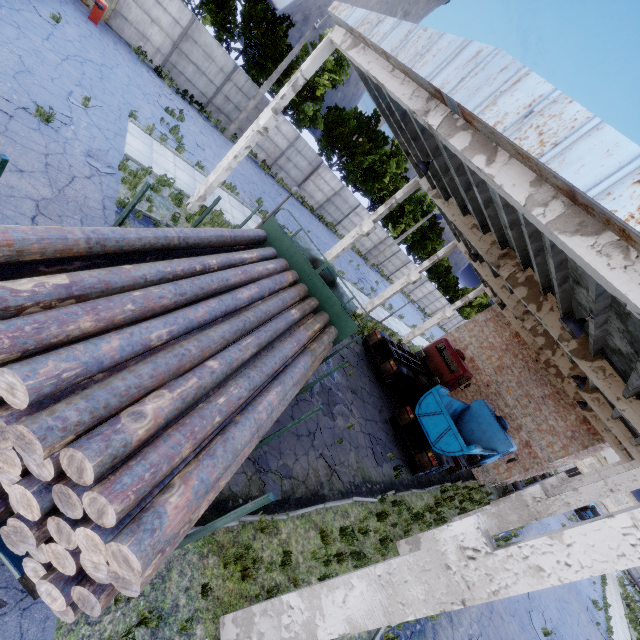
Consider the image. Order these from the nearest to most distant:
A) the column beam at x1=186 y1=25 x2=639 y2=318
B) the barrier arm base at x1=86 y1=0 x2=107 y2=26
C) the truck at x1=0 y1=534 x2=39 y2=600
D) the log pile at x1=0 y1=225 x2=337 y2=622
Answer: the log pile at x1=0 y1=225 x2=337 y2=622 < the truck at x1=0 y1=534 x2=39 y2=600 < the column beam at x1=186 y1=25 x2=639 y2=318 < the barrier arm base at x1=86 y1=0 x2=107 y2=26

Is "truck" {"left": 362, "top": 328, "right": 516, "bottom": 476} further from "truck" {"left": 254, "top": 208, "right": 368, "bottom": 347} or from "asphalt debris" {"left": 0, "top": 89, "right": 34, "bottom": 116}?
"asphalt debris" {"left": 0, "top": 89, "right": 34, "bottom": 116}

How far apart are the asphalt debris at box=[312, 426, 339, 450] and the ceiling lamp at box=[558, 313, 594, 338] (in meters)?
7.41

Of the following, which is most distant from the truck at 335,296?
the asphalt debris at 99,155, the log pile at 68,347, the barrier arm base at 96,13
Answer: the barrier arm base at 96,13

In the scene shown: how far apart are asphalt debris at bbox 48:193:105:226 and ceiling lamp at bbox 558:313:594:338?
11.0m

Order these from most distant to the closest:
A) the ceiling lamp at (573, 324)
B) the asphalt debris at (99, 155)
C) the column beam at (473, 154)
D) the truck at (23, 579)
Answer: the asphalt debris at (99, 155) < the ceiling lamp at (573, 324) < the column beam at (473, 154) < the truck at (23, 579)

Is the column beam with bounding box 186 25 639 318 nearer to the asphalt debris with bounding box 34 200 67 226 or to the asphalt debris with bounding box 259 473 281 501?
the asphalt debris with bounding box 259 473 281 501

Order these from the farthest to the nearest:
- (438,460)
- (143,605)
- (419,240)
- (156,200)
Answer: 1. (419,240)
2. (438,460)
3. (156,200)
4. (143,605)
